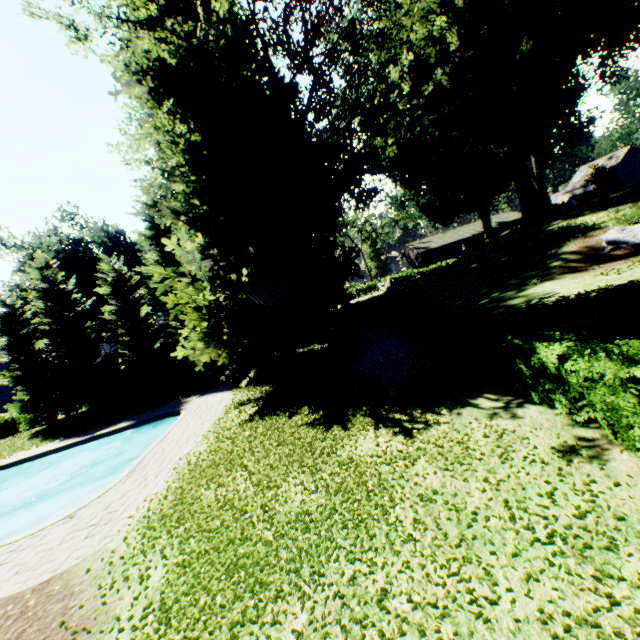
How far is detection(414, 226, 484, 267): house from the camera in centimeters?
5788cm

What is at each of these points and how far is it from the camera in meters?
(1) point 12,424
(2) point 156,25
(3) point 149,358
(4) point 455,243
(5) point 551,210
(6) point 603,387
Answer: (1) hedge, 30.4
(2) plant, 10.7
(3) tree, 26.8
(4) house, 58.6
(5) hedge, 28.8
(6) hedge, 6.0

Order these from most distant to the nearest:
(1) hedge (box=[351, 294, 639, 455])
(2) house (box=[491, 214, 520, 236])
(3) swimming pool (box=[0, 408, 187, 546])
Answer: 1. (2) house (box=[491, 214, 520, 236])
2. (3) swimming pool (box=[0, 408, 187, 546])
3. (1) hedge (box=[351, 294, 639, 455])

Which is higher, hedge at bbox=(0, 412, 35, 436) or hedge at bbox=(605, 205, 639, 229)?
hedge at bbox=(605, 205, 639, 229)

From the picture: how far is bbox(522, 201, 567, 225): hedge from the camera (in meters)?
28.97

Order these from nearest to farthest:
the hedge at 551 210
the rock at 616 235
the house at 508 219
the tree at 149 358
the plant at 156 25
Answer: the plant at 156 25, the rock at 616 235, the tree at 149 358, the hedge at 551 210, the house at 508 219

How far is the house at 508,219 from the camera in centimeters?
5749cm

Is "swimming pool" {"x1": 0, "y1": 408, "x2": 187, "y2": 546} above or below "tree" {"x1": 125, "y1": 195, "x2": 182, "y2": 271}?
below
